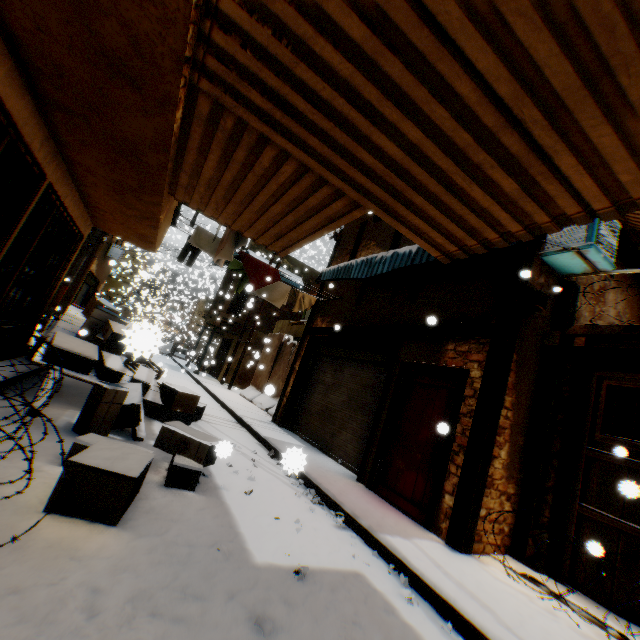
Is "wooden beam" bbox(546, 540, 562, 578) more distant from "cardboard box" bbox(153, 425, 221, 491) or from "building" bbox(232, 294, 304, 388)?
"cardboard box" bbox(153, 425, 221, 491)

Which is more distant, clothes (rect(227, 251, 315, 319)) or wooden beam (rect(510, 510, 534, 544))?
clothes (rect(227, 251, 315, 319))

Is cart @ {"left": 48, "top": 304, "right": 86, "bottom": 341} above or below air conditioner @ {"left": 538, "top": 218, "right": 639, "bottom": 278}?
below

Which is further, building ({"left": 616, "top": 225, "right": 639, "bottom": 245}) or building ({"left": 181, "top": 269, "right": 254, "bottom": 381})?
building ({"left": 181, "top": 269, "right": 254, "bottom": 381})

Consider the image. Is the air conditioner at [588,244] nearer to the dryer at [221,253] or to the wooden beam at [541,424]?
the wooden beam at [541,424]

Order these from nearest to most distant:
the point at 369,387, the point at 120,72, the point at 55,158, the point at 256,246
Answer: the point at 120,72, the point at 55,158, the point at 369,387, the point at 256,246

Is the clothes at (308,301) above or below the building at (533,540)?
above

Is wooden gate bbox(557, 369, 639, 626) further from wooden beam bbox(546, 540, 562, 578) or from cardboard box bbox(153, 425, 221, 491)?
cardboard box bbox(153, 425, 221, 491)
